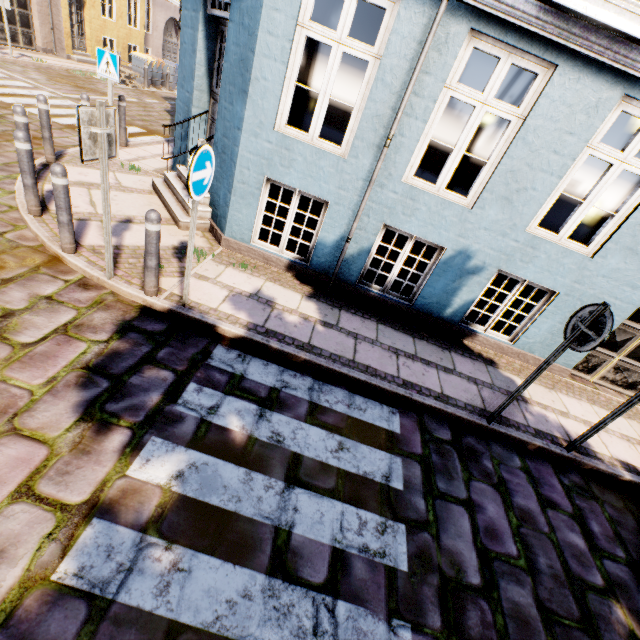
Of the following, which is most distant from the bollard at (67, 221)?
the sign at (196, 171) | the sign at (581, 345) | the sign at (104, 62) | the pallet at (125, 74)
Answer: the pallet at (125, 74)

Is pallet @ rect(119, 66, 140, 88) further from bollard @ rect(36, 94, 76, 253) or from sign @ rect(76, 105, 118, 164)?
sign @ rect(76, 105, 118, 164)

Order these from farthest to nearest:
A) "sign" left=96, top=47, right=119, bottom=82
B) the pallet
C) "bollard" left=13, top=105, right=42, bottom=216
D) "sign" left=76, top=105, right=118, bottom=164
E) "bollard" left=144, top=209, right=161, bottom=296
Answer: the pallet
"sign" left=96, top=47, right=119, bottom=82
"bollard" left=13, top=105, right=42, bottom=216
"bollard" left=144, top=209, right=161, bottom=296
"sign" left=76, top=105, right=118, bottom=164

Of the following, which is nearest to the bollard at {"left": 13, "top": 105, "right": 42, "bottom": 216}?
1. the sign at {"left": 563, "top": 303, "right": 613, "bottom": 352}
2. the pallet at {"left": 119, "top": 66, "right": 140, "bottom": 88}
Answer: the sign at {"left": 563, "top": 303, "right": 613, "bottom": 352}

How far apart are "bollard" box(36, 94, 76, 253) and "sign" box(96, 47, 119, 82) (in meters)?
4.11

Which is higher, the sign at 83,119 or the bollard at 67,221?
the sign at 83,119

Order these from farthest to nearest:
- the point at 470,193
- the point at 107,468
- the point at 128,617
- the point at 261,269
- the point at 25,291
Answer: the point at 261,269 < the point at 470,193 < the point at 25,291 < the point at 107,468 < the point at 128,617

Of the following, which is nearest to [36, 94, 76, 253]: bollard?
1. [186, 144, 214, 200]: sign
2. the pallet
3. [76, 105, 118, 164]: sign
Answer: [76, 105, 118, 164]: sign
